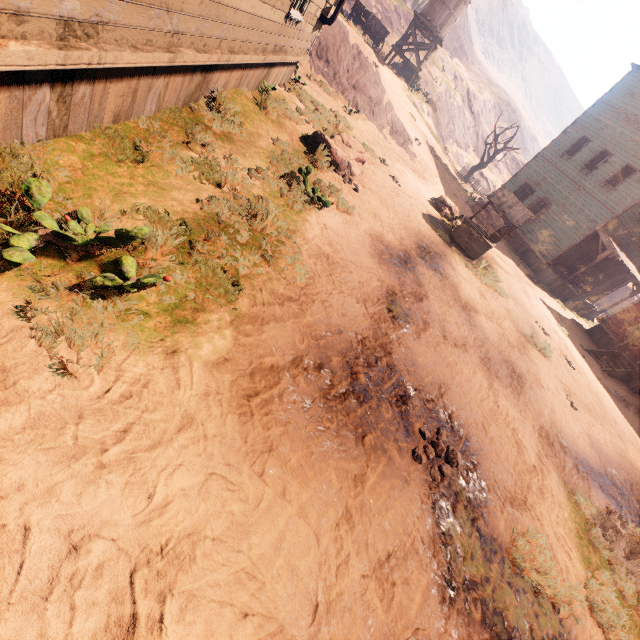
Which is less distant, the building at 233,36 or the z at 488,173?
the building at 233,36

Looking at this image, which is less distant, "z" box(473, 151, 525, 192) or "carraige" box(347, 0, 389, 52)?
"carraige" box(347, 0, 389, 52)

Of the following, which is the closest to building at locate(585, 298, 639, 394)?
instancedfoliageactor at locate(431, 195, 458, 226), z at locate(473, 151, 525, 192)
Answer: instancedfoliageactor at locate(431, 195, 458, 226)

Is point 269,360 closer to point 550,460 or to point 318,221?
point 318,221

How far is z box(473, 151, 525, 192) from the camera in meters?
40.7

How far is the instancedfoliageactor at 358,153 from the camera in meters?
8.2 m

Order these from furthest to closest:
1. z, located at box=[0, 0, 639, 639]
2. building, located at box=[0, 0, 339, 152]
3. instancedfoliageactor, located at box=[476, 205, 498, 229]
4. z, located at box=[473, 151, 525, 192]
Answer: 1. z, located at box=[473, 151, 525, 192]
2. instancedfoliageactor, located at box=[476, 205, 498, 229]
3. building, located at box=[0, 0, 339, 152]
4. z, located at box=[0, 0, 639, 639]

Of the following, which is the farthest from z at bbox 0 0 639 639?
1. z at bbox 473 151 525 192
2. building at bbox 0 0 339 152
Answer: z at bbox 473 151 525 192
